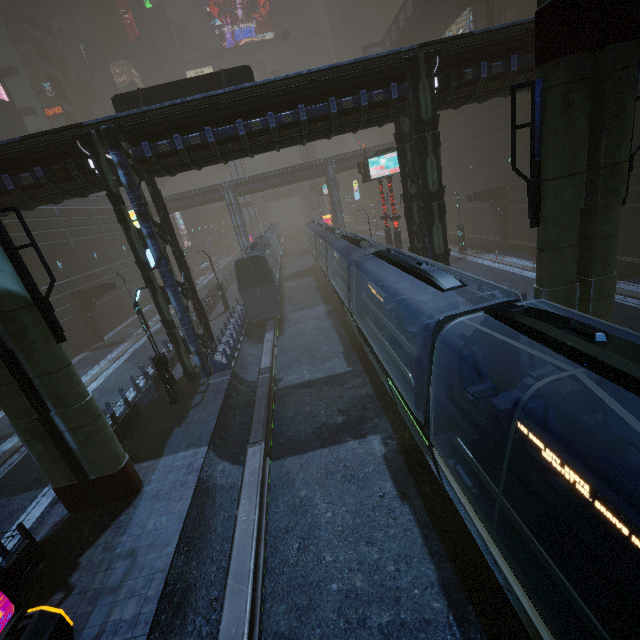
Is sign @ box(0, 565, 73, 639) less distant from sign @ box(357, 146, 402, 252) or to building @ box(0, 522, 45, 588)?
building @ box(0, 522, 45, 588)

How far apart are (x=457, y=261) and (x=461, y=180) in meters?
13.8 m

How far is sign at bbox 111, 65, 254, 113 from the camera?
17.3 meters

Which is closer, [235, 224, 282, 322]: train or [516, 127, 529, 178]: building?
[235, 224, 282, 322]: train

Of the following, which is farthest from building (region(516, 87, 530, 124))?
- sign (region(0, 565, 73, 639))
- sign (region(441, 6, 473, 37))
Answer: sign (region(0, 565, 73, 639))

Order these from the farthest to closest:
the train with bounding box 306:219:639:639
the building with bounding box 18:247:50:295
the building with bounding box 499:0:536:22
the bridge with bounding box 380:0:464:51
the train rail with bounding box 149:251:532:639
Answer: the bridge with bounding box 380:0:464:51
the building with bounding box 499:0:536:22
the building with bounding box 18:247:50:295
the train rail with bounding box 149:251:532:639
the train with bounding box 306:219:639:639

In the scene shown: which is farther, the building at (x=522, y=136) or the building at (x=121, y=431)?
the building at (x=522, y=136)

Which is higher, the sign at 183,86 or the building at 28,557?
the sign at 183,86
